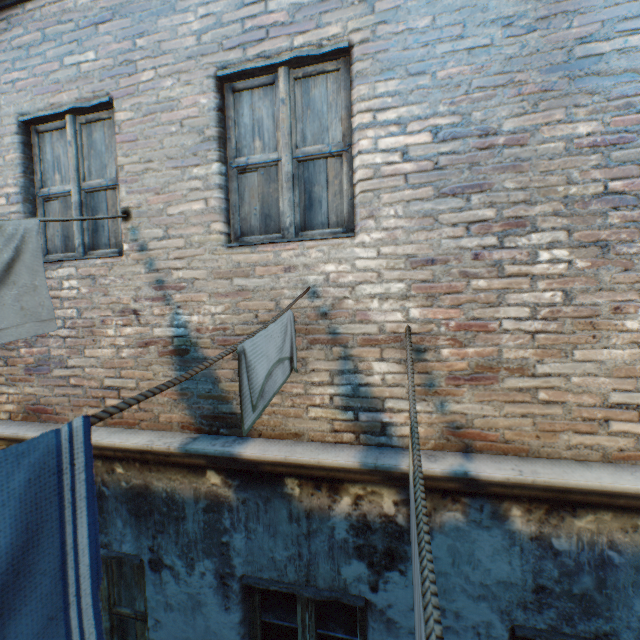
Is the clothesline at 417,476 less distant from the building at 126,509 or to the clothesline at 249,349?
the building at 126,509

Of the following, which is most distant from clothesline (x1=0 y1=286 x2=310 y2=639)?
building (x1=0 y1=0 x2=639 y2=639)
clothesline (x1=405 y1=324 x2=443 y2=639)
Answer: clothesline (x1=405 y1=324 x2=443 y2=639)

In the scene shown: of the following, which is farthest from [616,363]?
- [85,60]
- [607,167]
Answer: [85,60]

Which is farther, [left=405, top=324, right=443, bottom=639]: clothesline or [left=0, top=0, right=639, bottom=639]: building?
[left=0, top=0, right=639, bottom=639]: building

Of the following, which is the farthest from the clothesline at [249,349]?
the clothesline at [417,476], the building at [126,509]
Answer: the clothesline at [417,476]

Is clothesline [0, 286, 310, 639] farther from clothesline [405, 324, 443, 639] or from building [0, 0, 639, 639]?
clothesline [405, 324, 443, 639]
